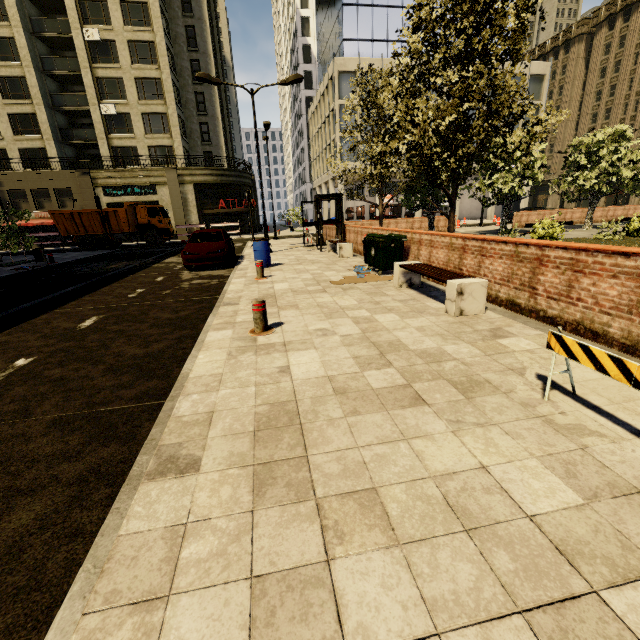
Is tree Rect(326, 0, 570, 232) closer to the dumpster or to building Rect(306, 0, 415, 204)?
the dumpster

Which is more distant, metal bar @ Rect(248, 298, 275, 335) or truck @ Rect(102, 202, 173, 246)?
truck @ Rect(102, 202, 173, 246)

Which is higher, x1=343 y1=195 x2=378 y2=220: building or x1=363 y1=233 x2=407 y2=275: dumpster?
x1=343 y1=195 x2=378 y2=220: building

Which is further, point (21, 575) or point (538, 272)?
point (538, 272)

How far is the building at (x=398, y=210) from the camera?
42.7 meters

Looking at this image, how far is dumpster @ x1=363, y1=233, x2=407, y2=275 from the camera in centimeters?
910cm

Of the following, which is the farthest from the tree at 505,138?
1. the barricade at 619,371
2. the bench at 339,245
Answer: the barricade at 619,371

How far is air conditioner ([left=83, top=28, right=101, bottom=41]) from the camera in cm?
2958
